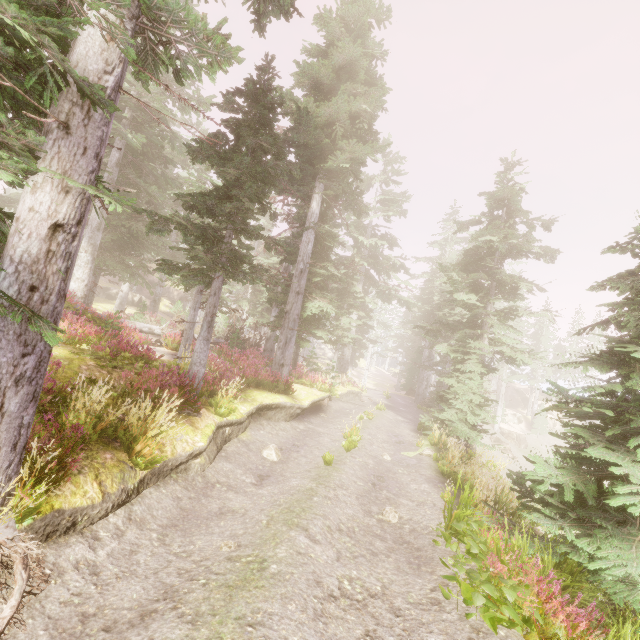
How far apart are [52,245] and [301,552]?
5.42m

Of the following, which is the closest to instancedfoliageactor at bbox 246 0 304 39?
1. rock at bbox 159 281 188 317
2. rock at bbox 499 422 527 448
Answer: rock at bbox 159 281 188 317

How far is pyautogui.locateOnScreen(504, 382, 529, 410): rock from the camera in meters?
53.4 m

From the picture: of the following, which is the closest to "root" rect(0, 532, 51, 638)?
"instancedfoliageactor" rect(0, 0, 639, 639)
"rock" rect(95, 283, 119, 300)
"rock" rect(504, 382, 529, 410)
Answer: "instancedfoliageactor" rect(0, 0, 639, 639)

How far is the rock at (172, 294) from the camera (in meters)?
51.62

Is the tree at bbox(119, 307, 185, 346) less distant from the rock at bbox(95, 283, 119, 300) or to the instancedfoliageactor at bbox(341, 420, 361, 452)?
the instancedfoliageactor at bbox(341, 420, 361, 452)

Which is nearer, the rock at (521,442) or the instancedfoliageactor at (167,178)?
the instancedfoliageactor at (167,178)

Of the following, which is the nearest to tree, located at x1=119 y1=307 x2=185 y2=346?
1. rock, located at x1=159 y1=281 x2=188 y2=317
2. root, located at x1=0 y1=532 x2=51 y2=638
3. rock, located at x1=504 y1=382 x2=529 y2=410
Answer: root, located at x1=0 y1=532 x2=51 y2=638
